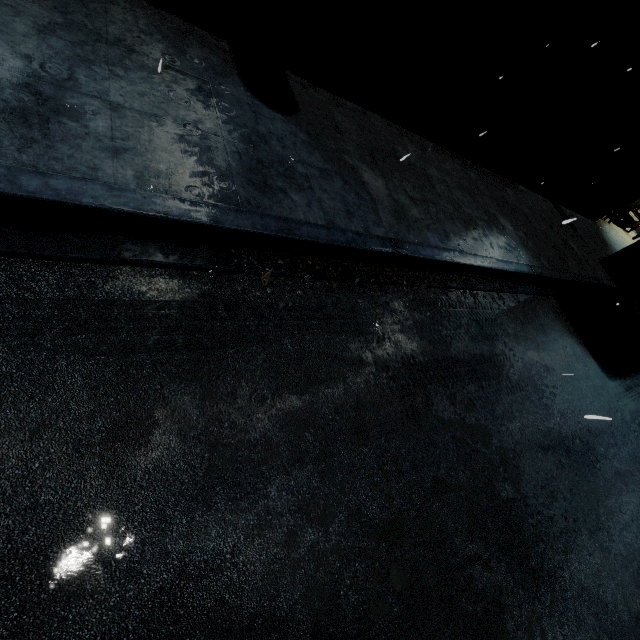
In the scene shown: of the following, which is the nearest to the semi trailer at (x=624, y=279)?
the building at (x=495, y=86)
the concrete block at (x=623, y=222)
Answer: the building at (x=495, y=86)

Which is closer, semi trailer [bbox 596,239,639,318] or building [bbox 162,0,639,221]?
building [bbox 162,0,639,221]

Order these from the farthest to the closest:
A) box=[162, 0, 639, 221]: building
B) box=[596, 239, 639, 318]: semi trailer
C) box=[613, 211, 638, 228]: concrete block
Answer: box=[613, 211, 638, 228]: concrete block, box=[596, 239, 639, 318]: semi trailer, box=[162, 0, 639, 221]: building

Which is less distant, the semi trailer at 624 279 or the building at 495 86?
the building at 495 86

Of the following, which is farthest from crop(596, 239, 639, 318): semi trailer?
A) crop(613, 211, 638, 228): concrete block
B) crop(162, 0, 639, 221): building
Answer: crop(613, 211, 638, 228): concrete block

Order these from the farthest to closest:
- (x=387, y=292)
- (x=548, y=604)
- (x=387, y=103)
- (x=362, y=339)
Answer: (x=387, y=103) → (x=387, y=292) → (x=362, y=339) → (x=548, y=604)

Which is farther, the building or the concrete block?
the concrete block
